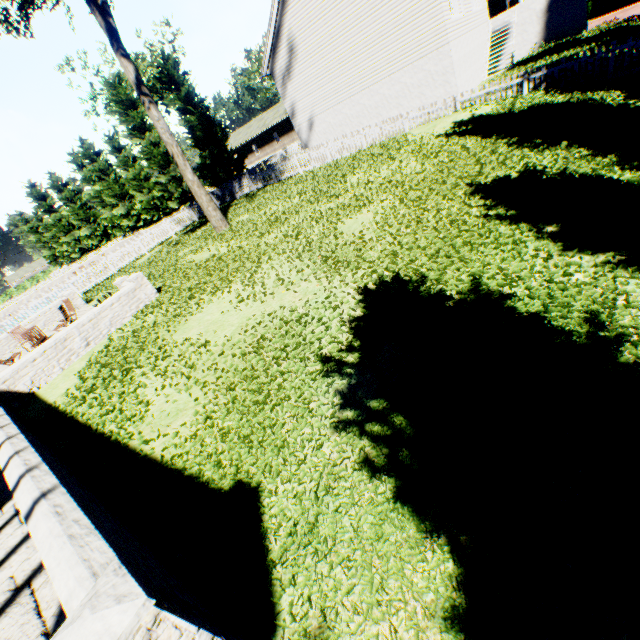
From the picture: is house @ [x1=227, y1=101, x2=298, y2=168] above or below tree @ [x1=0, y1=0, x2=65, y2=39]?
below

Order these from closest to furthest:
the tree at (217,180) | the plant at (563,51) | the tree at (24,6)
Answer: the tree at (24,6) → the plant at (563,51) → the tree at (217,180)

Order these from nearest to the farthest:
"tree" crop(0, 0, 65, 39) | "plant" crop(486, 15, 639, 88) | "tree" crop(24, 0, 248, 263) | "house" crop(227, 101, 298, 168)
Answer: "tree" crop(0, 0, 65, 39), "plant" crop(486, 15, 639, 88), "tree" crop(24, 0, 248, 263), "house" crop(227, 101, 298, 168)

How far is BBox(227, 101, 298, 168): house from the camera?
46.8m

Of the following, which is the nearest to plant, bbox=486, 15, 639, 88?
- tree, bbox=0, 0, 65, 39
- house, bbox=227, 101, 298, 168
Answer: tree, bbox=0, 0, 65, 39

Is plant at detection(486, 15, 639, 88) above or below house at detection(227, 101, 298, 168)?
below

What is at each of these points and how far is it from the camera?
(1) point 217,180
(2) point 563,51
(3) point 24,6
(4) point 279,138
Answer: (1) tree, 31.20m
(2) plant, 15.52m
(3) tree, 10.60m
(4) house, 48.47m

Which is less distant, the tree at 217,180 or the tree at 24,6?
the tree at 24,6
